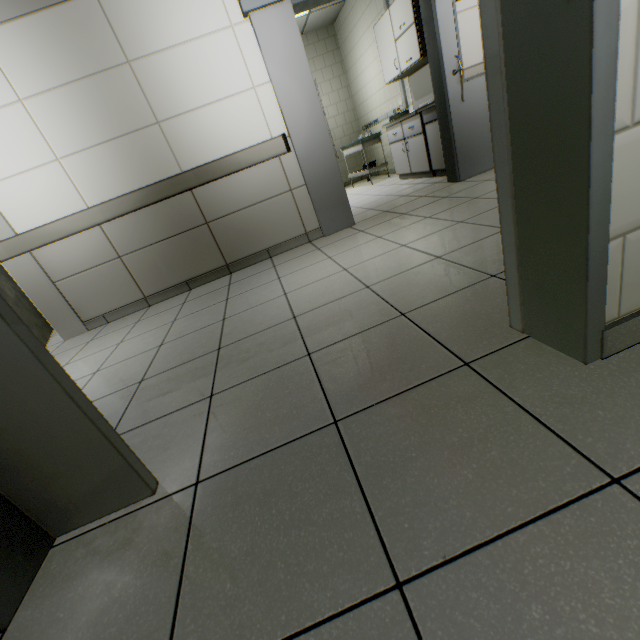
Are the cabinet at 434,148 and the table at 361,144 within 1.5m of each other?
no

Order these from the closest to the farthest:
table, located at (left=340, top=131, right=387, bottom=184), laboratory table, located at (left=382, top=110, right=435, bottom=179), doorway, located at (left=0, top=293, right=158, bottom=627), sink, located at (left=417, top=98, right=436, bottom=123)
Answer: doorway, located at (left=0, top=293, right=158, bottom=627), sink, located at (left=417, top=98, right=436, bottom=123), laboratory table, located at (left=382, top=110, right=435, bottom=179), table, located at (left=340, top=131, right=387, bottom=184)

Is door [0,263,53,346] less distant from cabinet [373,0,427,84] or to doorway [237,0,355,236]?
doorway [237,0,355,236]

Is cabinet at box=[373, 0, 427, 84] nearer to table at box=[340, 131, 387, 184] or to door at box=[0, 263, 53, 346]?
Answer: table at box=[340, 131, 387, 184]

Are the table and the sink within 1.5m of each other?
no

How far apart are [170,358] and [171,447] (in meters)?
0.95

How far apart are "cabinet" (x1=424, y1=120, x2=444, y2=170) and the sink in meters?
0.0

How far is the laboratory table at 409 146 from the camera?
4.7m
